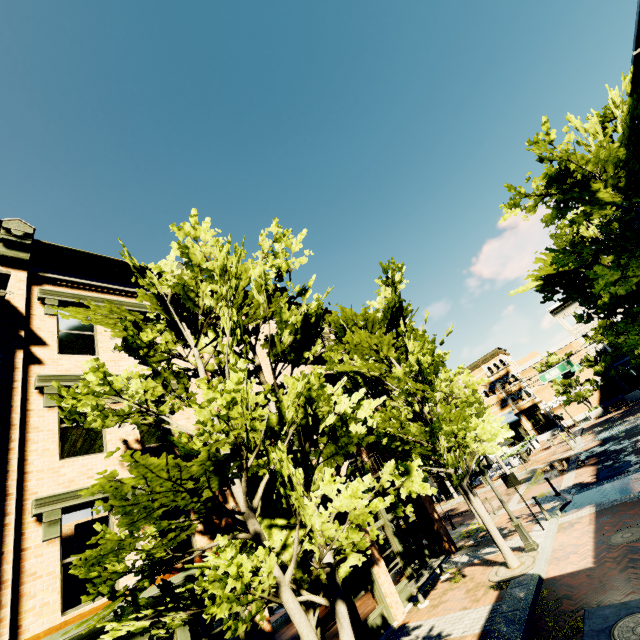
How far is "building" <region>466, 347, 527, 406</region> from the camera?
44.69m

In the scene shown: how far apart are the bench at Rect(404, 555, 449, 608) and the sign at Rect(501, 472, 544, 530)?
3.6m

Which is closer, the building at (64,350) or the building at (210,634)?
the building at (64,350)

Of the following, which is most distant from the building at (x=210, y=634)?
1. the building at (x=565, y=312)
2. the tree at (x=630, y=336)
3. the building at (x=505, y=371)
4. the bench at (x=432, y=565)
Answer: the bench at (x=432, y=565)

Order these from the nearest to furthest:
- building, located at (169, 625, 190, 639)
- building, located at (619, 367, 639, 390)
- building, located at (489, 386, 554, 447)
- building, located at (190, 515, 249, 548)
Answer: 1. building, located at (169, 625, 190, 639)
2. building, located at (190, 515, 249, 548)
3. building, located at (619, 367, 639, 390)
4. building, located at (489, 386, 554, 447)

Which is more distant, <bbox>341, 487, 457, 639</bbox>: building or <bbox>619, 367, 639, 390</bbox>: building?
<bbox>619, 367, 639, 390</bbox>: building

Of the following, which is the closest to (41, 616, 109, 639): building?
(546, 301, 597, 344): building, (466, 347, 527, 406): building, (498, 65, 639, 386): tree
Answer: (498, 65, 639, 386): tree

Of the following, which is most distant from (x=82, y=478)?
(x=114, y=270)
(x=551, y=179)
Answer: (x=551, y=179)
